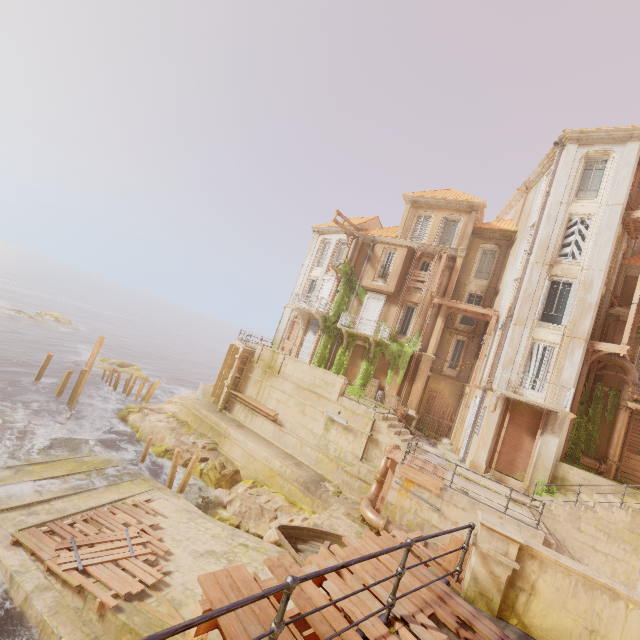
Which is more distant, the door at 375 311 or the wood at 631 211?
the door at 375 311

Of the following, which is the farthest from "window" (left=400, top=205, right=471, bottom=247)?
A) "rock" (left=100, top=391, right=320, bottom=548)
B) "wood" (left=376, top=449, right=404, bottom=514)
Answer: "rock" (left=100, top=391, right=320, bottom=548)

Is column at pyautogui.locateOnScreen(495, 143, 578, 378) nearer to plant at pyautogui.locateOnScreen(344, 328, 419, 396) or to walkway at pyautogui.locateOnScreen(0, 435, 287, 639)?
plant at pyautogui.locateOnScreen(344, 328, 419, 396)

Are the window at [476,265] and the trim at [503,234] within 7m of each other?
yes

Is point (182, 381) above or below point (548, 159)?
below

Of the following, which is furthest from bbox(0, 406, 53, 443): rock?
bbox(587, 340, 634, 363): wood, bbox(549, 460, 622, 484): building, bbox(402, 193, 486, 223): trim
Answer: bbox(587, 340, 634, 363): wood

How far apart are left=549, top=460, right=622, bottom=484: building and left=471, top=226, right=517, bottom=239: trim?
15.75m

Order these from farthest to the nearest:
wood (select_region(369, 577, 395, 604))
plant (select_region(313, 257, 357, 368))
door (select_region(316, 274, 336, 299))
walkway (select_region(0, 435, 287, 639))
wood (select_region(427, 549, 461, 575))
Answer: door (select_region(316, 274, 336, 299)) → plant (select_region(313, 257, 357, 368)) → walkway (select_region(0, 435, 287, 639)) → wood (select_region(427, 549, 461, 575)) → wood (select_region(369, 577, 395, 604))
